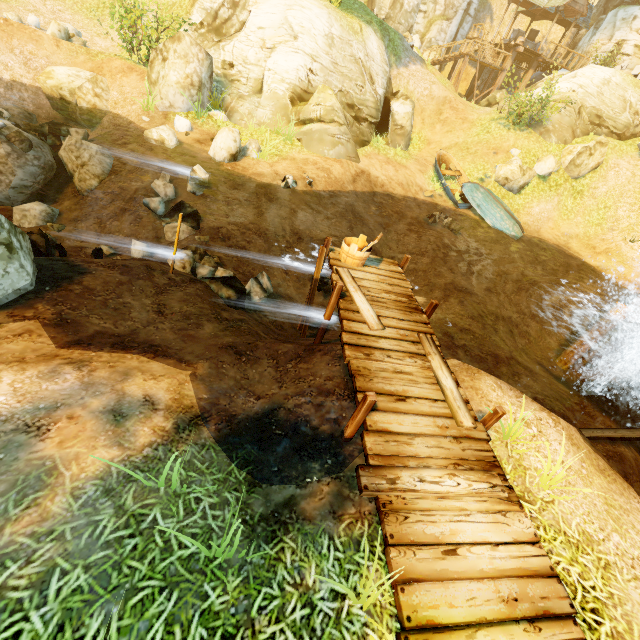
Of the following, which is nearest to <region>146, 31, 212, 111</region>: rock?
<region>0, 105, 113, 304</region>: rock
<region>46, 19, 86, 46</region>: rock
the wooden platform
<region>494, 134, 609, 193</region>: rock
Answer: <region>0, 105, 113, 304</region>: rock

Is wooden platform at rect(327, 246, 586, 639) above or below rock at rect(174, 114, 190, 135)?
above

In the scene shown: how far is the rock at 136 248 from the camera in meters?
8.5 m

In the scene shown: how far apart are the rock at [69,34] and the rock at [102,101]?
2.6 meters

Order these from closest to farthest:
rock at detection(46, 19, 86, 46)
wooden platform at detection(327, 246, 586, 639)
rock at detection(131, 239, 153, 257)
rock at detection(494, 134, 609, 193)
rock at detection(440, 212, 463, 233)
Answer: wooden platform at detection(327, 246, 586, 639) < rock at detection(131, 239, 153, 257) < rock at detection(46, 19, 86, 46) < rock at detection(440, 212, 463, 233) < rock at detection(494, 134, 609, 193)

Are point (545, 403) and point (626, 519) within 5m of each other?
yes

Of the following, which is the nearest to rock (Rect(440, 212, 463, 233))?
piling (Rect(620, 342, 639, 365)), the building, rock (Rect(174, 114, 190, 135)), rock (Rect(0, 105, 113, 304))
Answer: piling (Rect(620, 342, 639, 365))

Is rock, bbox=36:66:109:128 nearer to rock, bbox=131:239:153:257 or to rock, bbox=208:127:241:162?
rock, bbox=208:127:241:162
